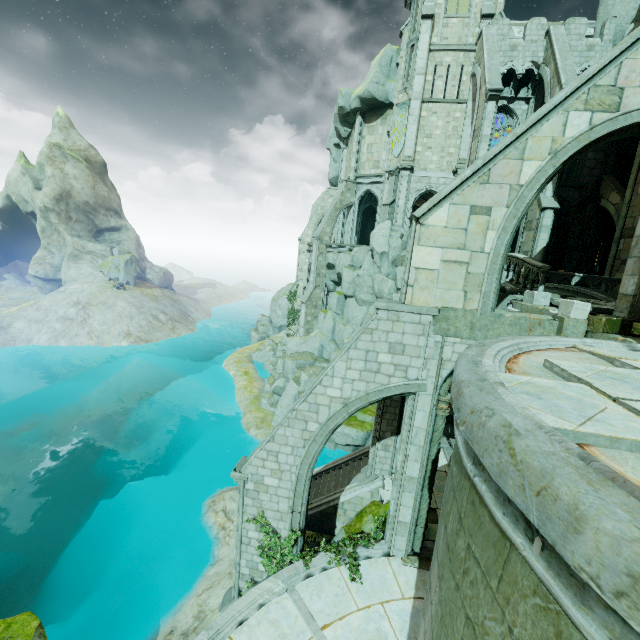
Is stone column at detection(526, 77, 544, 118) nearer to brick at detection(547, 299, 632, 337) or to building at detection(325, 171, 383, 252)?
building at detection(325, 171, 383, 252)

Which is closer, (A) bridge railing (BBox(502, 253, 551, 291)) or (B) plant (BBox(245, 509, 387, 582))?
(B) plant (BBox(245, 509, 387, 582))

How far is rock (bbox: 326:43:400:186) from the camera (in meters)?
29.27

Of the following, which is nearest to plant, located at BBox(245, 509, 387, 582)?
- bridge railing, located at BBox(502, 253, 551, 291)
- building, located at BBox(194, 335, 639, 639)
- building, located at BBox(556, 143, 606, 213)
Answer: building, located at BBox(194, 335, 639, 639)

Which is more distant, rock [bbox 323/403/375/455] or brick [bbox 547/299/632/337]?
rock [bbox 323/403/375/455]

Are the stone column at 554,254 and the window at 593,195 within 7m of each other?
yes

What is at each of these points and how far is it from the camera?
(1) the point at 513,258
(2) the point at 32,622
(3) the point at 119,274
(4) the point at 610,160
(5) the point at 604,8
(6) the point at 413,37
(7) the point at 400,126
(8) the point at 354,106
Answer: (1) bridge railing, 14.5m
(2) rock, 9.0m
(3) rock, 49.4m
(4) stone column, 22.9m
(5) rock, 21.5m
(6) window, 24.4m
(7) flag, 25.5m
(8) rock, 30.9m

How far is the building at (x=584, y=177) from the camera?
23.1 meters
